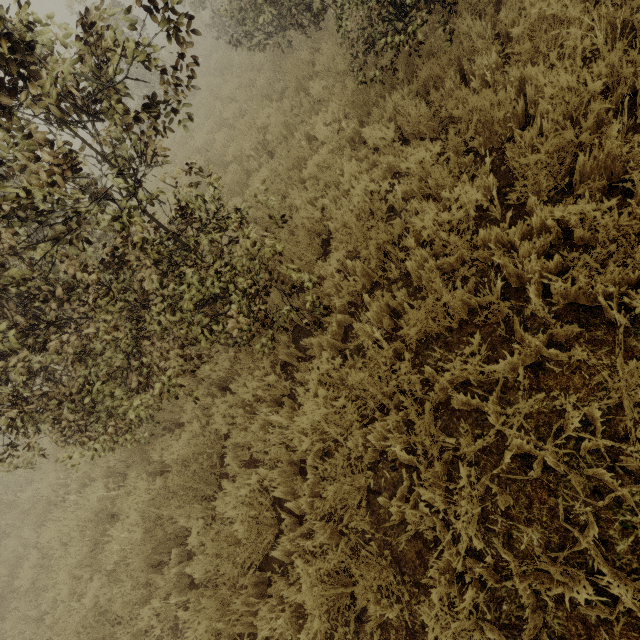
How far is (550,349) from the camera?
2.4m
